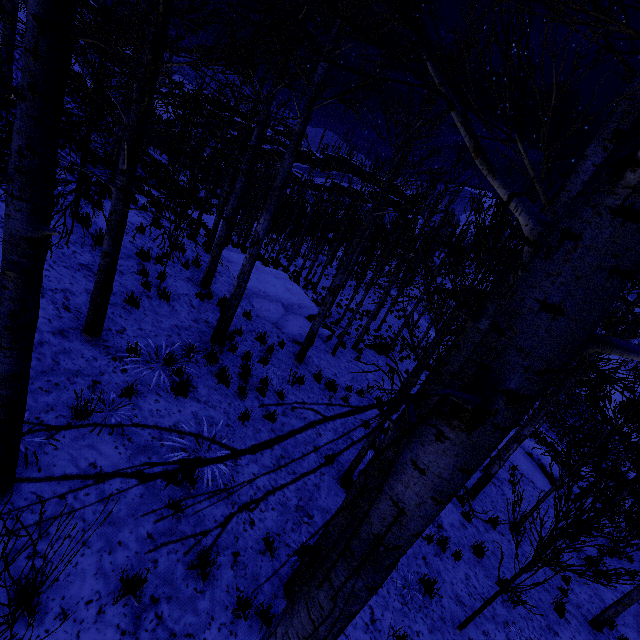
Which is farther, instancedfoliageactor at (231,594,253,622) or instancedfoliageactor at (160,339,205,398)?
instancedfoliageactor at (160,339,205,398)

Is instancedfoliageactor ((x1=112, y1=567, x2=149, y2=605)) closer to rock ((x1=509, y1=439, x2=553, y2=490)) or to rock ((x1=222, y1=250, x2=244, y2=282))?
rock ((x1=222, y1=250, x2=244, y2=282))

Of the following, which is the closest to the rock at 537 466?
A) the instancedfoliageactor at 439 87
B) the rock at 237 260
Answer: the instancedfoliageactor at 439 87

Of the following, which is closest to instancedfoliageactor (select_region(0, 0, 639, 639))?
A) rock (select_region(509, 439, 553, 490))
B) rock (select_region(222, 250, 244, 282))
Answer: rock (select_region(222, 250, 244, 282))

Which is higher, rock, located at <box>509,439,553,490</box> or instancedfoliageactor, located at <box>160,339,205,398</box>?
instancedfoliageactor, located at <box>160,339,205,398</box>

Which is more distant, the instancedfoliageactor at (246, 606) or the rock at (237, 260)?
the rock at (237, 260)

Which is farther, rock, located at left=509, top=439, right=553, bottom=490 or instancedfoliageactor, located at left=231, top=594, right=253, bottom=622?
rock, located at left=509, top=439, right=553, bottom=490

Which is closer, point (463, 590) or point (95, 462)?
point (95, 462)
